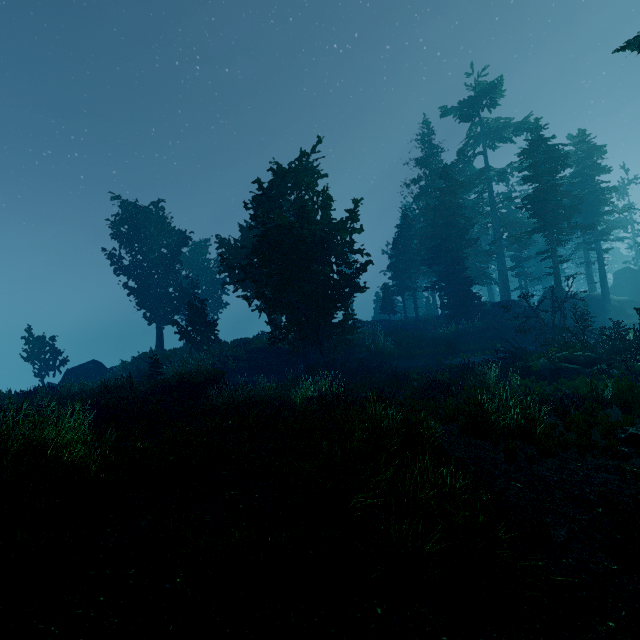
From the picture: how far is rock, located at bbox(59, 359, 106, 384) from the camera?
28.8m

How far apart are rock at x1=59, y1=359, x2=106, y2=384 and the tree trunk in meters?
30.3

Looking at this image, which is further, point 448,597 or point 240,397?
point 240,397

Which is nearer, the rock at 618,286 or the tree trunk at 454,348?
the tree trunk at 454,348

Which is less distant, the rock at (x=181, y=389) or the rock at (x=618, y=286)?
the rock at (x=181, y=389)

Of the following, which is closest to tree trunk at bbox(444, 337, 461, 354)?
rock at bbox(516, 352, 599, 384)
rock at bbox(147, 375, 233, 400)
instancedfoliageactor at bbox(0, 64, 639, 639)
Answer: instancedfoliageactor at bbox(0, 64, 639, 639)

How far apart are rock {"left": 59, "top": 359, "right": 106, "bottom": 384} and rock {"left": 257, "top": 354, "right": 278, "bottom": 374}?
15.23m

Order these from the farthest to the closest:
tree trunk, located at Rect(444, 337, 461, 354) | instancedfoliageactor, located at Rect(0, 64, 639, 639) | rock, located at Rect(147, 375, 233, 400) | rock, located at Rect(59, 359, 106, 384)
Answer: rock, located at Rect(59, 359, 106, 384)
tree trunk, located at Rect(444, 337, 461, 354)
rock, located at Rect(147, 375, 233, 400)
instancedfoliageactor, located at Rect(0, 64, 639, 639)
